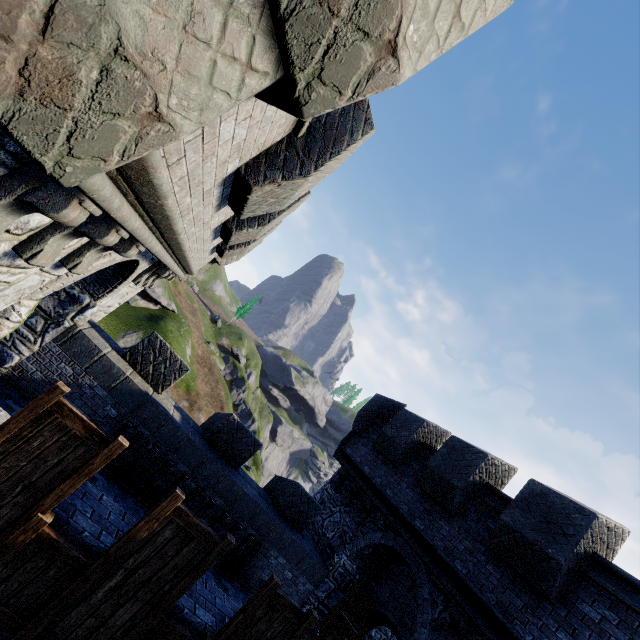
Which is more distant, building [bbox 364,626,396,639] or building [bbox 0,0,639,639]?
building [bbox 364,626,396,639]

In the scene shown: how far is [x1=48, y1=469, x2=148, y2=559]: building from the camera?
4.1 meters

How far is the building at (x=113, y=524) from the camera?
4.1 meters

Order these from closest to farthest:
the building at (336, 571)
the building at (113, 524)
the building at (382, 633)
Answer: the building at (336, 571) < the building at (113, 524) < the building at (382, 633)

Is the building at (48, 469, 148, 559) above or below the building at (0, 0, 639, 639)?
below

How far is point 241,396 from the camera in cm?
5912

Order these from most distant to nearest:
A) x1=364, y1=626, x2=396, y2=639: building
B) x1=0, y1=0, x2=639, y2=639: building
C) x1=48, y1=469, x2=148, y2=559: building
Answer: x1=364, y1=626, x2=396, y2=639: building < x1=48, y1=469, x2=148, y2=559: building < x1=0, y1=0, x2=639, y2=639: building
